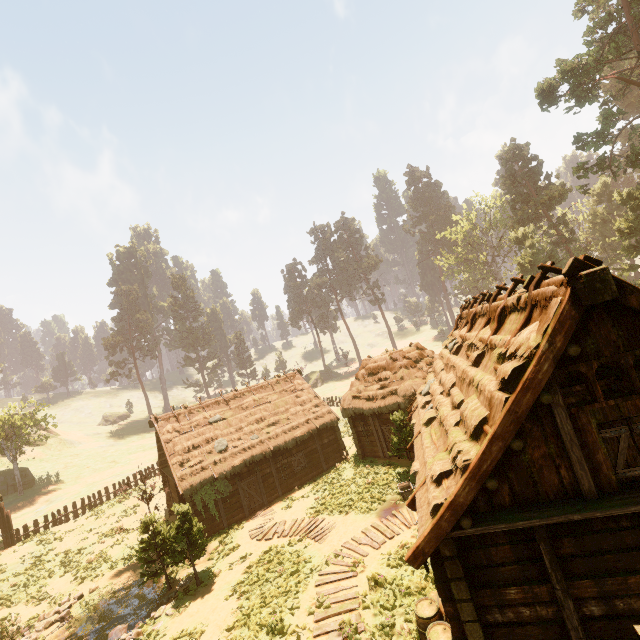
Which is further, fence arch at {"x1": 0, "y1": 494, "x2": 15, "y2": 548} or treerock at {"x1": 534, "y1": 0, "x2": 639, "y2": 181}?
treerock at {"x1": 534, "y1": 0, "x2": 639, "y2": 181}

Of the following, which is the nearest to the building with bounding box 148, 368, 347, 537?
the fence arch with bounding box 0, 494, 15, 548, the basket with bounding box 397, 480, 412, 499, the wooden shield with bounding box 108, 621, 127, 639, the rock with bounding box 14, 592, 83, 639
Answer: the basket with bounding box 397, 480, 412, 499

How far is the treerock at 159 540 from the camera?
14.3 meters

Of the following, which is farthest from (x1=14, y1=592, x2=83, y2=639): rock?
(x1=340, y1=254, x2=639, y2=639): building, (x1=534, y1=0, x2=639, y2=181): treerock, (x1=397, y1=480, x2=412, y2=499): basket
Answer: (x1=397, y1=480, x2=412, y2=499): basket

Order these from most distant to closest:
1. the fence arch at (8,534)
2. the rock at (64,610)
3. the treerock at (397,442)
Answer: the fence arch at (8,534) < the treerock at (397,442) < the rock at (64,610)

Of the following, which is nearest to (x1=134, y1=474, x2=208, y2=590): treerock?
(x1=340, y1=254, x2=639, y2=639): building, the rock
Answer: (x1=340, y1=254, x2=639, y2=639): building

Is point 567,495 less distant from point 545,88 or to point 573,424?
point 573,424
